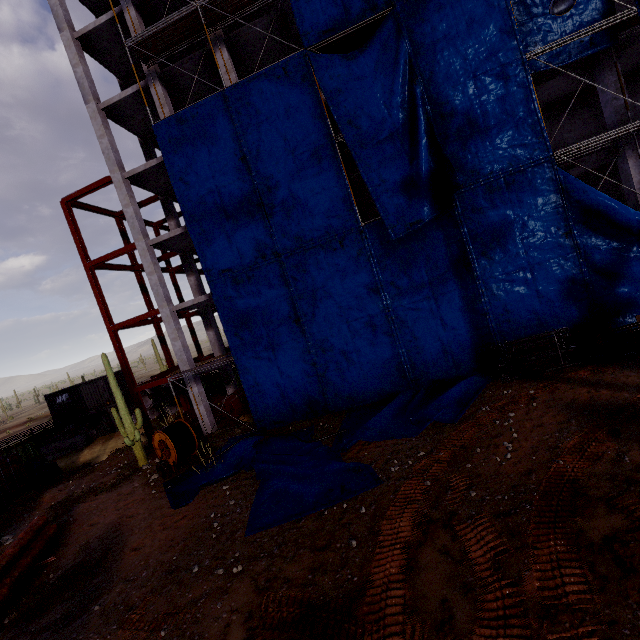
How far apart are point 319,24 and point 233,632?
20.23m

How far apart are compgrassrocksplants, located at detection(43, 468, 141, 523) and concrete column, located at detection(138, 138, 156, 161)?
19.23m

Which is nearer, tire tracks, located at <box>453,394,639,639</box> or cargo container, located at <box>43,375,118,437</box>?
tire tracks, located at <box>453,394,639,639</box>

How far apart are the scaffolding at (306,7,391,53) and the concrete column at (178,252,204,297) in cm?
1371

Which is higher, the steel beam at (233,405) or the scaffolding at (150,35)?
the scaffolding at (150,35)

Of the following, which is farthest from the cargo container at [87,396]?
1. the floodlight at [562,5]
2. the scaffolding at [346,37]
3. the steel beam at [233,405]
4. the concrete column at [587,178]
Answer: the floodlight at [562,5]

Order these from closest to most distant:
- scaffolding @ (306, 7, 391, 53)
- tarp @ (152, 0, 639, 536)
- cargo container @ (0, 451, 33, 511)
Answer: tarp @ (152, 0, 639, 536) → scaffolding @ (306, 7, 391, 53) → cargo container @ (0, 451, 33, 511)

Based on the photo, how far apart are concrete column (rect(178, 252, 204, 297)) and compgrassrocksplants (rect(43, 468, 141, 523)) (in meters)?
11.66
